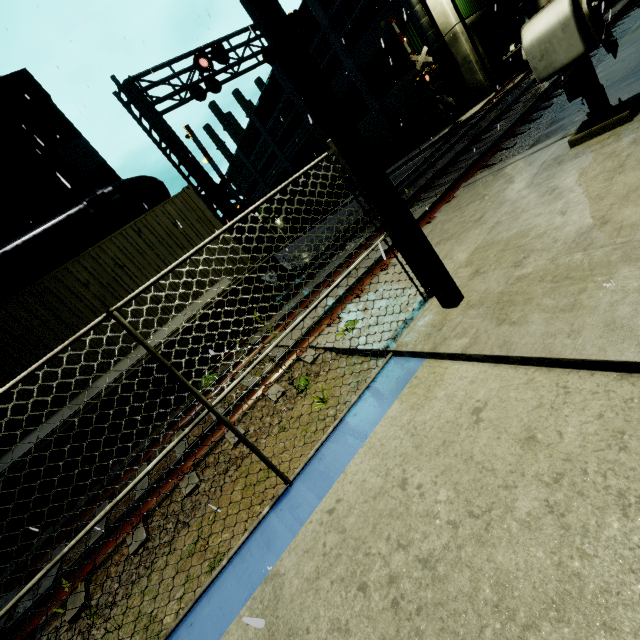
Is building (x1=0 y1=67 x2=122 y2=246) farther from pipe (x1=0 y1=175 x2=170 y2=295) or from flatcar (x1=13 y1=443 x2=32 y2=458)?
flatcar (x1=13 y1=443 x2=32 y2=458)

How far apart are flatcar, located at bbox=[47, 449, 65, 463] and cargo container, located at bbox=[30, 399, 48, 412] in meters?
0.0

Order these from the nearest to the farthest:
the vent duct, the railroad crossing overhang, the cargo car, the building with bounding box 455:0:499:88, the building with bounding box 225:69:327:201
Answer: the railroad crossing overhang
the cargo car
the vent duct
the building with bounding box 455:0:499:88
the building with bounding box 225:69:327:201

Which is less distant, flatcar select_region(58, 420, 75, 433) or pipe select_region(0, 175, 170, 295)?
flatcar select_region(58, 420, 75, 433)

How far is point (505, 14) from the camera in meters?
19.1 m

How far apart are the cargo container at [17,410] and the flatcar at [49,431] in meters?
0.0 m
